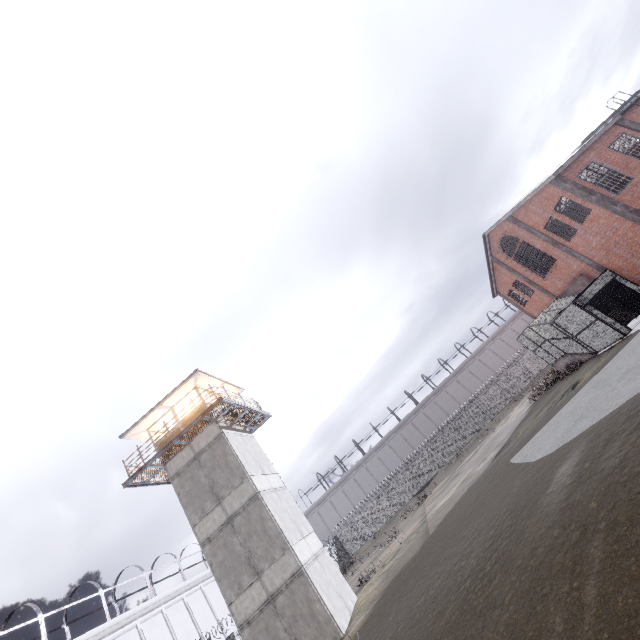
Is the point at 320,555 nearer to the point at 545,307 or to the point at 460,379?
the point at 545,307

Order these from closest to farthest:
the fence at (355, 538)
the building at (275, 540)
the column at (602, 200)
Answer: the building at (275, 540), the column at (602, 200), the fence at (355, 538)

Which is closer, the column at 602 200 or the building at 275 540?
the building at 275 540

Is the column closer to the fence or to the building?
the building

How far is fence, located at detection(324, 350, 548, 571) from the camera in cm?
3891

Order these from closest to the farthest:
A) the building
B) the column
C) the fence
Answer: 1. the building
2. the column
3. the fence

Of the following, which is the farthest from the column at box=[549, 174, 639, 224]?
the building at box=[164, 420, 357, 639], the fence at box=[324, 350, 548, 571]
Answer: the fence at box=[324, 350, 548, 571]
